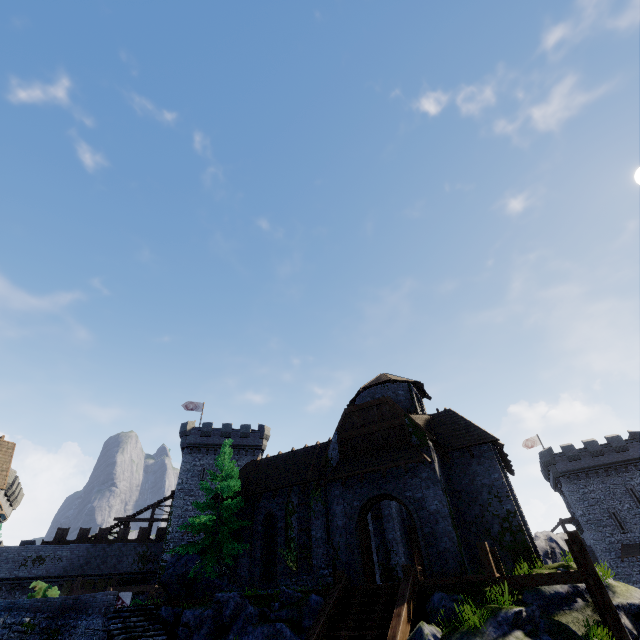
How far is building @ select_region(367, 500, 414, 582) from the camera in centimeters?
2144cm

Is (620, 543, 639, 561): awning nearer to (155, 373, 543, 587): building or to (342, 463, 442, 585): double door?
(155, 373, 543, 587): building

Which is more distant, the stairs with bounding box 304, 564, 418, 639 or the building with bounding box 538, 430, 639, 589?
the building with bounding box 538, 430, 639, 589

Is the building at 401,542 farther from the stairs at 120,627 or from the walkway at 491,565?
the stairs at 120,627

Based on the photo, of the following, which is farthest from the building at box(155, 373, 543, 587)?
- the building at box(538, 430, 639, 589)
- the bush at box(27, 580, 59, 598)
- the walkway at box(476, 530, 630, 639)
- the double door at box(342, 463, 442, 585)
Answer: the building at box(538, 430, 639, 589)

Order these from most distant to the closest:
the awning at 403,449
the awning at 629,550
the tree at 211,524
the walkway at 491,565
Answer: the awning at 629,550 → the tree at 211,524 → the awning at 403,449 → the walkway at 491,565

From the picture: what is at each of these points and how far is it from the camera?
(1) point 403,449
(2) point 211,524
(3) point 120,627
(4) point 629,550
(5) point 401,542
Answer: (1) awning, 17.5 meters
(2) tree, 20.7 meters
(3) stairs, 14.0 meters
(4) awning, 34.4 meters
(5) building, 23.8 meters

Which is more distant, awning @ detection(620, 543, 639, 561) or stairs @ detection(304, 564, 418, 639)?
awning @ detection(620, 543, 639, 561)
